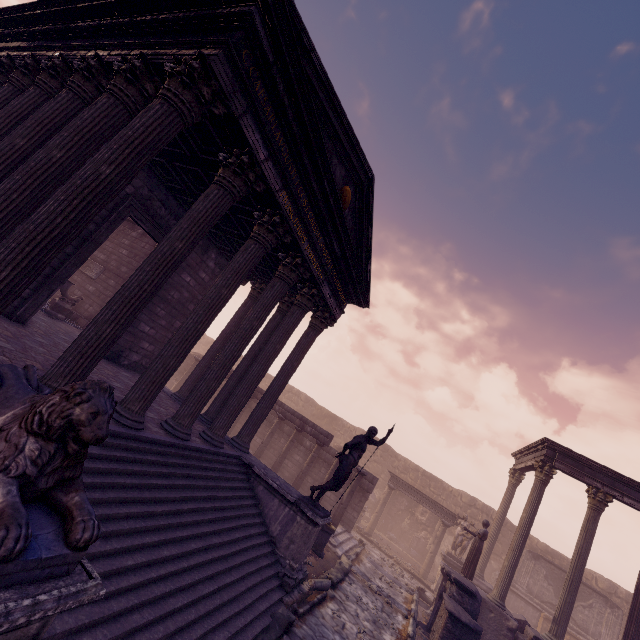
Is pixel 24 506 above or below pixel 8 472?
below

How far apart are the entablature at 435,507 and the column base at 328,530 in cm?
930

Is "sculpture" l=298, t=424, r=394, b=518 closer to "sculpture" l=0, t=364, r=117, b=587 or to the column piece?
the column piece

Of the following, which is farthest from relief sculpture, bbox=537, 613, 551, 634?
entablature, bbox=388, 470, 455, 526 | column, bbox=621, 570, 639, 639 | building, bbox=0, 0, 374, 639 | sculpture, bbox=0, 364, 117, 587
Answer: sculpture, bbox=0, 364, 117, 587

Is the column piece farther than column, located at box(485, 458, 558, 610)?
No

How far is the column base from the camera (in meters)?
10.30

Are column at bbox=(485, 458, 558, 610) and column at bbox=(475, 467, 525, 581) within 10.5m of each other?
yes

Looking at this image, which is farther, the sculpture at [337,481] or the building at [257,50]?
the sculpture at [337,481]
